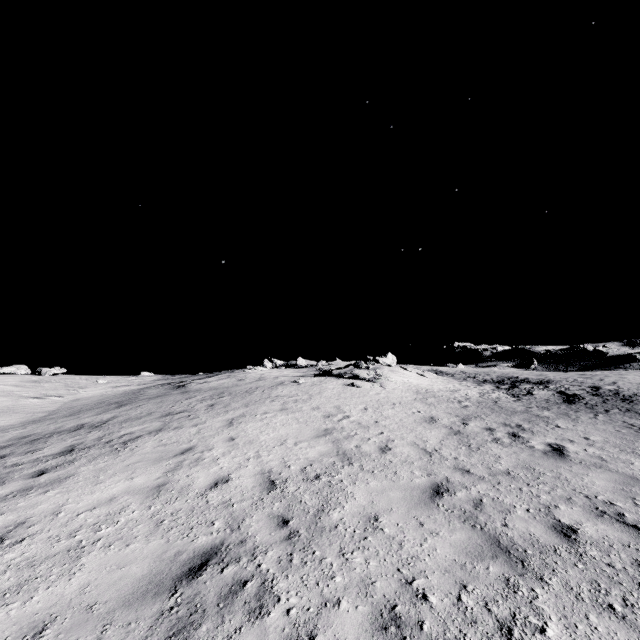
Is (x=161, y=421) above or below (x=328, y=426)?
above
